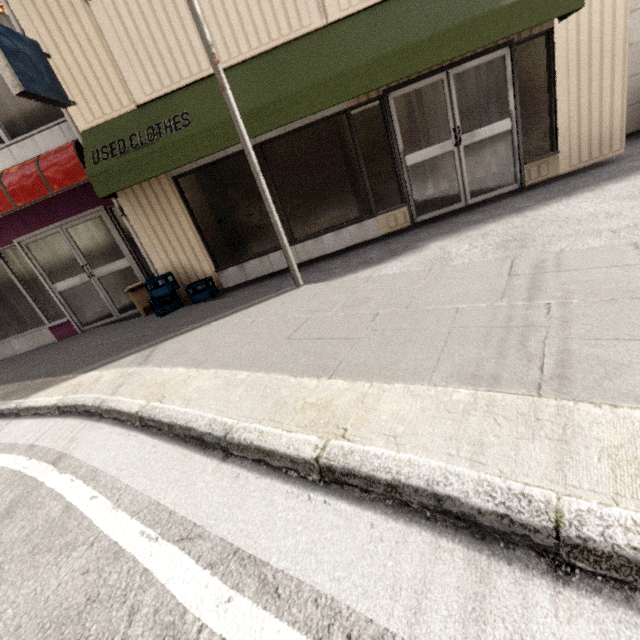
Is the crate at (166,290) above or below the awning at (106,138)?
below

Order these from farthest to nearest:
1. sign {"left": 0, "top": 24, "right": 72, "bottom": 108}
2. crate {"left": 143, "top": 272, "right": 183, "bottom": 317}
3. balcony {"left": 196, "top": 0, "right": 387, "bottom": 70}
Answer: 1. crate {"left": 143, "top": 272, "right": 183, "bottom": 317}
2. balcony {"left": 196, "top": 0, "right": 387, "bottom": 70}
3. sign {"left": 0, "top": 24, "right": 72, "bottom": 108}

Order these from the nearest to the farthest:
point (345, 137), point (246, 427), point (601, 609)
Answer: point (601, 609) < point (246, 427) < point (345, 137)

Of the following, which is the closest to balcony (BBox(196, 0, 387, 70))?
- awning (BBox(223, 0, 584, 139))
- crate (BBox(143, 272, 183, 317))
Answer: awning (BBox(223, 0, 584, 139))

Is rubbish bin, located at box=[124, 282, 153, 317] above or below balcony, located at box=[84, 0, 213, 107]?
below

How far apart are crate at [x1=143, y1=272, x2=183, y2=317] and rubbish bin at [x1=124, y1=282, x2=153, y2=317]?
0.3 meters

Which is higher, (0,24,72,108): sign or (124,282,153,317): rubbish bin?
(0,24,72,108): sign

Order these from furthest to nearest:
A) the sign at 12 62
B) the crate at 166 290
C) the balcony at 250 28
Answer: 1. the crate at 166 290
2. the balcony at 250 28
3. the sign at 12 62
